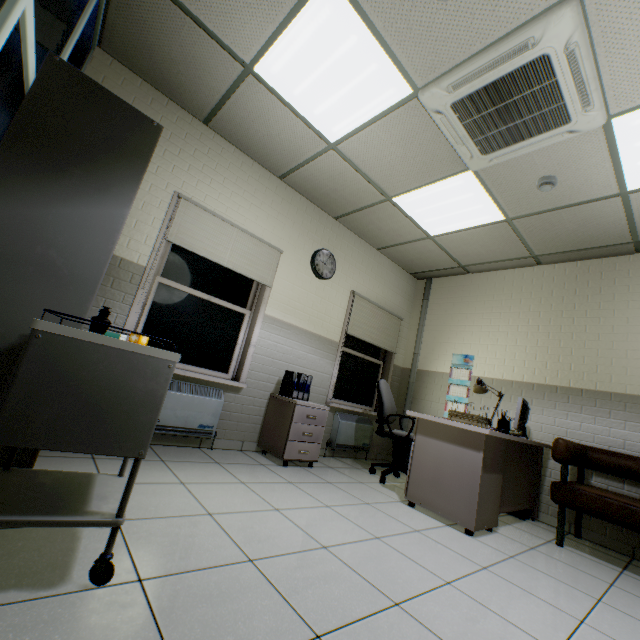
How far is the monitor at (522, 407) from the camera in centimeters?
347cm

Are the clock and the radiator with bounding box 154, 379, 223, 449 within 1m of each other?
no

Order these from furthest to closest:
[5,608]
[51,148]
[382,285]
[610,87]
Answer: [382,285], [610,87], [51,148], [5,608]

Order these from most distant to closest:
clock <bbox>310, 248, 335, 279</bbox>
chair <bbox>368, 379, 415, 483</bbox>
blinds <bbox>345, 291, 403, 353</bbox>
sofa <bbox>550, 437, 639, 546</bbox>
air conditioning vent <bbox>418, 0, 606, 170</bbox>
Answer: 1. blinds <bbox>345, 291, 403, 353</bbox>
2. clock <bbox>310, 248, 335, 279</bbox>
3. chair <bbox>368, 379, 415, 483</bbox>
4. sofa <bbox>550, 437, 639, 546</bbox>
5. air conditioning vent <bbox>418, 0, 606, 170</bbox>

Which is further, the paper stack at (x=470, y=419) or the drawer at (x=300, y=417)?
the drawer at (x=300, y=417)

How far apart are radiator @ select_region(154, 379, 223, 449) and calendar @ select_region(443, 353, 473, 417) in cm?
332

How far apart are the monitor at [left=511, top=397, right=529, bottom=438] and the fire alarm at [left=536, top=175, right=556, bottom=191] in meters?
2.2

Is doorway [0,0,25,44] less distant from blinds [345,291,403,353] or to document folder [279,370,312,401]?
document folder [279,370,312,401]
